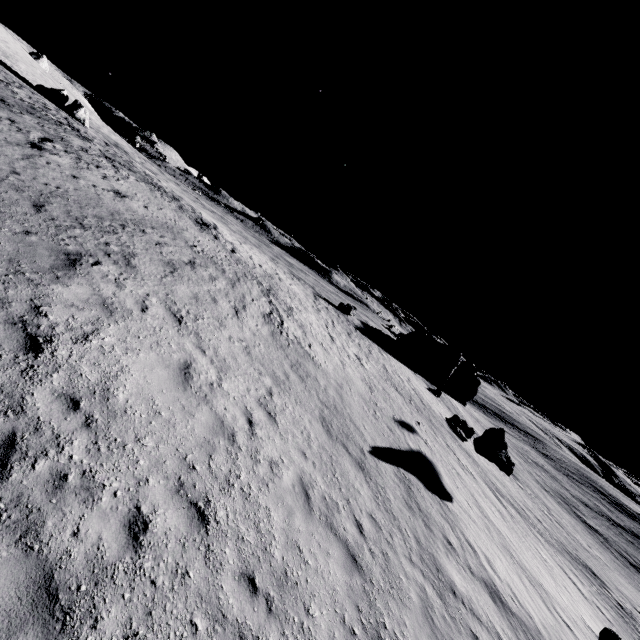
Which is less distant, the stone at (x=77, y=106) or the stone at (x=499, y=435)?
the stone at (x=499, y=435)

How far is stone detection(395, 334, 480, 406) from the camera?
50.2m

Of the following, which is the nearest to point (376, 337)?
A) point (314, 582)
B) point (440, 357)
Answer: point (440, 357)

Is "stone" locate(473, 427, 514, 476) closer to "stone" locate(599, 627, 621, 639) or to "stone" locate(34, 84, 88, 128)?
"stone" locate(599, 627, 621, 639)

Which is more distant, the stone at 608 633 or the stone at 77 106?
the stone at 77 106

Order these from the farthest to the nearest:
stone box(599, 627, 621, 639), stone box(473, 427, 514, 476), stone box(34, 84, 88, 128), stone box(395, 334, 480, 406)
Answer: stone box(395, 334, 480, 406) → stone box(34, 84, 88, 128) → stone box(473, 427, 514, 476) → stone box(599, 627, 621, 639)

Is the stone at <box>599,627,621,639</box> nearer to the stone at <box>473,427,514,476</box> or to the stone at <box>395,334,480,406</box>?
the stone at <box>473,427,514,476</box>

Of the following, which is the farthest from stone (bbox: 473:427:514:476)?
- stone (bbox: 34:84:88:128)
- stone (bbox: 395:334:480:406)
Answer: stone (bbox: 34:84:88:128)
